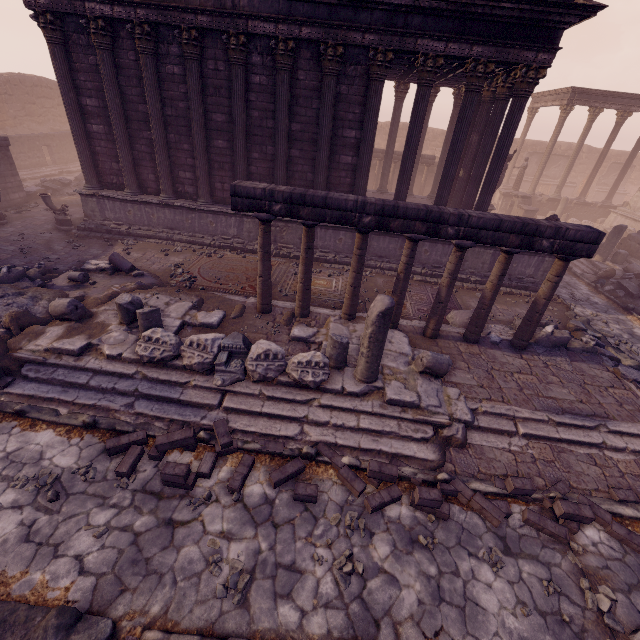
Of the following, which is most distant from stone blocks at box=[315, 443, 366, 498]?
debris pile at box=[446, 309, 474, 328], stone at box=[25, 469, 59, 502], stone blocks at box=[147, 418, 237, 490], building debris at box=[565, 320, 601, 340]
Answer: building debris at box=[565, 320, 601, 340]

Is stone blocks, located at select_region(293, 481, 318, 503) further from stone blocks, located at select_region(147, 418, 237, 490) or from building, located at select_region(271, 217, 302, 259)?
building, located at select_region(271, 217, 302, 259)

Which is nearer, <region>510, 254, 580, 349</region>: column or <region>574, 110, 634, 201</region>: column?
<region>510, 254, 580, 349</region>: column

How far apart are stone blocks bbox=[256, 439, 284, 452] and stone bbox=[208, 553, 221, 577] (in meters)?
1.36

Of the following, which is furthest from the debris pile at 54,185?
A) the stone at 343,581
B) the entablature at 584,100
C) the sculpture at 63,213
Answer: the entablature at 584,100

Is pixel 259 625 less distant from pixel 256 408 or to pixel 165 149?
pixel 256 408

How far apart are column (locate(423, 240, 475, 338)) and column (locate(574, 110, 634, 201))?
23.6m

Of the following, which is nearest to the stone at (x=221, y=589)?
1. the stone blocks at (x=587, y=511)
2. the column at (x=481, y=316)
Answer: the stone blocks at (x=587, y=511)
